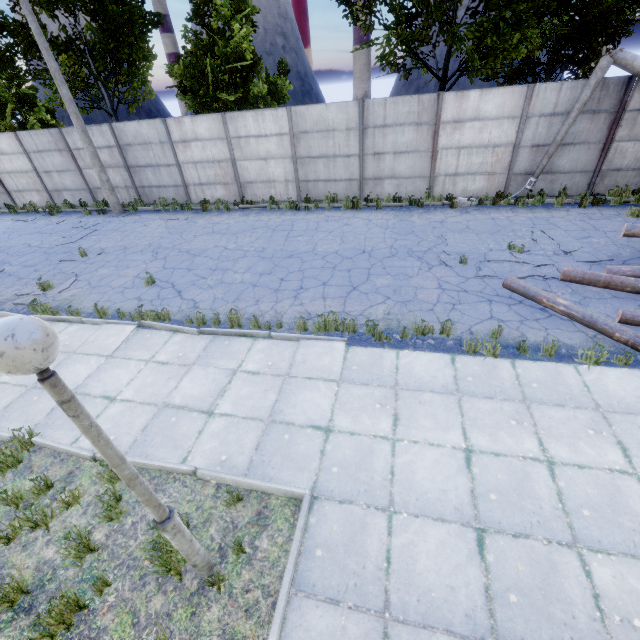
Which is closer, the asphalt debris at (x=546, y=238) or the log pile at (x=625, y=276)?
the log pile at (x=625, y=276)

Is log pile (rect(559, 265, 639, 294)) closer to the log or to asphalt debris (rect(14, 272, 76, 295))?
the log

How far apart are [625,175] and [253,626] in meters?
16.8

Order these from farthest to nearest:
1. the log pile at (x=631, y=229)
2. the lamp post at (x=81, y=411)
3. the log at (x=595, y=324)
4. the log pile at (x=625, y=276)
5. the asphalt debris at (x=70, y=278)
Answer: the asphalt debris at (x=70, y=278), the log pile at (x=631, y=229), the log pile at (x=625, y=276), the log at (x=595, y=324), the lamp post at (x=81, y=411)

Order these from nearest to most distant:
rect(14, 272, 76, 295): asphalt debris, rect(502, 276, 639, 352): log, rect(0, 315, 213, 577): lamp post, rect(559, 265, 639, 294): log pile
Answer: rect(0, 315, 213, 577): lamp post, rect(502, 276, 639, 352): log, rect(559, 265, 639, 294): log pile, rect(14, 272, 76, 295): asphalt debris

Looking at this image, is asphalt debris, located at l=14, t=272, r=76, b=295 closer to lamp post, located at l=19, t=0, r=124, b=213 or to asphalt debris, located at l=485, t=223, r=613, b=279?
lamp post, located at l=19, t=0, r=124, b=213

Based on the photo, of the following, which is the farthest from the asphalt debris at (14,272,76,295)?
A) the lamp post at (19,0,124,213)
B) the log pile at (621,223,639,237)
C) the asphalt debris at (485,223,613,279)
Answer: the log pile at (621,223,639,237)

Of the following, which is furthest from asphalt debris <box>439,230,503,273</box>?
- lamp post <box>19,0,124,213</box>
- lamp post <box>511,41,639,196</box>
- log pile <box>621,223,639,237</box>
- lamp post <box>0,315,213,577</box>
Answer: lamp post <box>19,0,124,213</box>
